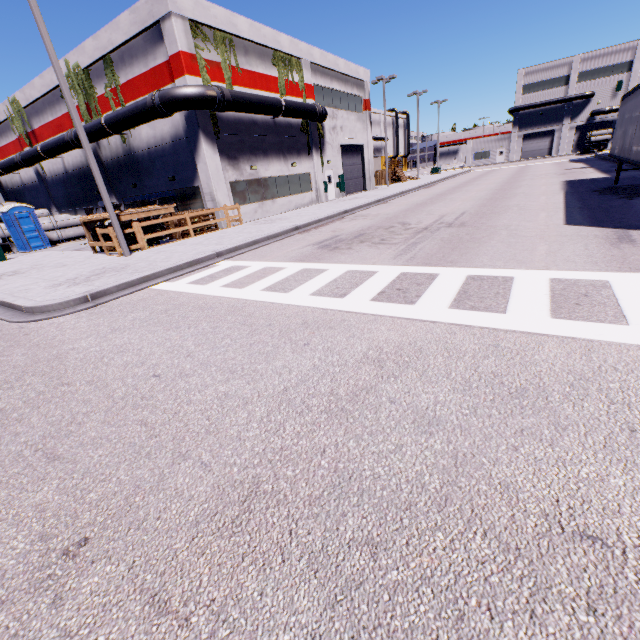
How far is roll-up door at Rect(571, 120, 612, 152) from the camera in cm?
5534

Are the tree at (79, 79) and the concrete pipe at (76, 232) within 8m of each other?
yes

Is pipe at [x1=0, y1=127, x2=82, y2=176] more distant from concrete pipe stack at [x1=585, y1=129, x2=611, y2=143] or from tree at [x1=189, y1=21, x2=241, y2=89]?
concrete pipe stack at [x1=585, y1=129, x2=611, y2=143]

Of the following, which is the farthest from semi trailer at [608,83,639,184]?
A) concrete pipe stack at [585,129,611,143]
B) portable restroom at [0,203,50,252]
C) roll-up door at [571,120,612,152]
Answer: concrete pipe stack at [585,129,611,143]

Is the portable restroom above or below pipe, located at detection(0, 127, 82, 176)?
below

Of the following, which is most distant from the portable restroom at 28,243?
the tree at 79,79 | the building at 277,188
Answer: the tree at 79,79

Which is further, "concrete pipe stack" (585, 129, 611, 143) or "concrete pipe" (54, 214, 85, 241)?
"concrete pipe stack" (585, 129, 611, 143)

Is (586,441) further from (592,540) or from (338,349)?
(338,349)
